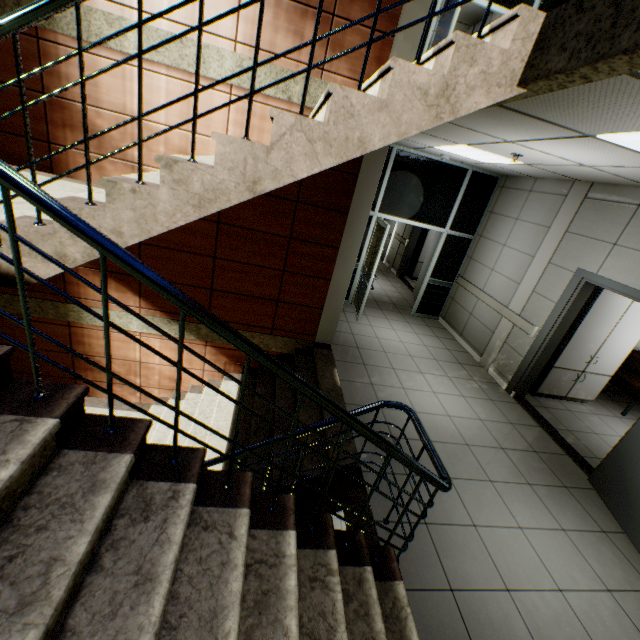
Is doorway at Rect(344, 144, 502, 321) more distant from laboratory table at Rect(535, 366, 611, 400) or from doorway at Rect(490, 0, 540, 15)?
laboratory table at Rect(535, 366, 611, 400)

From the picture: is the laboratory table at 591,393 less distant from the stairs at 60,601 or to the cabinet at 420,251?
the stairs at 60,601

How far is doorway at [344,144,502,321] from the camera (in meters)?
6.16

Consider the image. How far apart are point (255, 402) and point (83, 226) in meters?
3.7 m

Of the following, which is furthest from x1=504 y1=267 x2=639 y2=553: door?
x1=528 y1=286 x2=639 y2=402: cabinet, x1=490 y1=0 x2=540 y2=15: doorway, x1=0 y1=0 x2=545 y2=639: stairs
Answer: x1=490 y1=0 x2=540 y2=15: doorway

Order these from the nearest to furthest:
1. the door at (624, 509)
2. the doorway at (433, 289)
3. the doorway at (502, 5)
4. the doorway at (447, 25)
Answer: the door at (624, 509) < the doorway at (447, 25) < the doorway at (502, 5) < the doorway at (433, 289)

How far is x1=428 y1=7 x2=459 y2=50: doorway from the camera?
4.5 meters

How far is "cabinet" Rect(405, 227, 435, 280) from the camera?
10.1m
